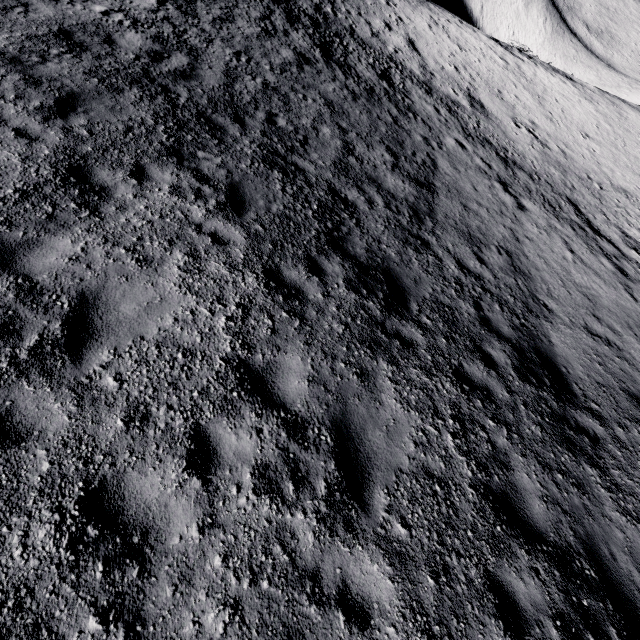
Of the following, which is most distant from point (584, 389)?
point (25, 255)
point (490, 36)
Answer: point (490, 36)
